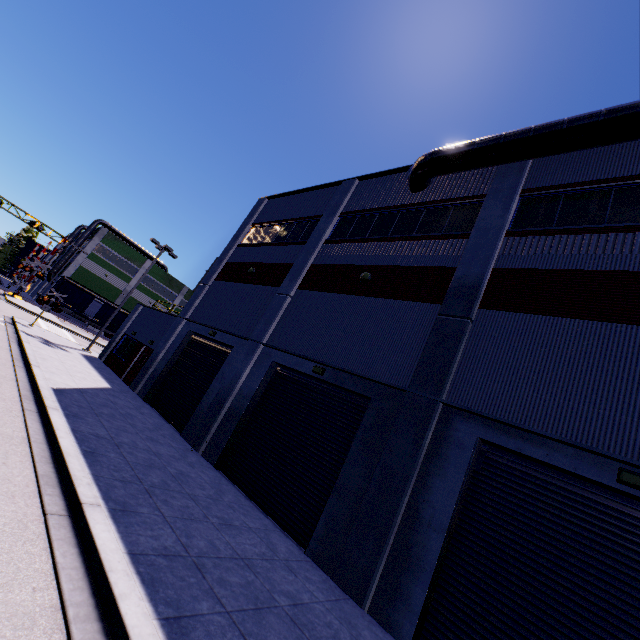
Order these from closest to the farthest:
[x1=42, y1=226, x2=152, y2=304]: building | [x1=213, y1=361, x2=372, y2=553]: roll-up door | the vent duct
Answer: the vent duct
[x1=213, y1=361, x2=372, y2=553]: roll-up door
[x1=42, y1=226, x2=152, y2=304]: building

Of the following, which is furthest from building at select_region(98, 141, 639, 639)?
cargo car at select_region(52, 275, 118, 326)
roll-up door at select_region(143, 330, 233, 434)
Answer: cargo car at select_region(52, 275, 118, 326)

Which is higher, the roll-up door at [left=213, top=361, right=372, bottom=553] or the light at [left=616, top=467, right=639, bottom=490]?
the light at [left=616, top=467, right=639, bottom=490]

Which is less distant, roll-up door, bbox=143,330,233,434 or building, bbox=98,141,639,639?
building, bbox=98,141,639,639

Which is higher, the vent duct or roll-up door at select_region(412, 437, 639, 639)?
the vent duct

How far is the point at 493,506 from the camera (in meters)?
7.01

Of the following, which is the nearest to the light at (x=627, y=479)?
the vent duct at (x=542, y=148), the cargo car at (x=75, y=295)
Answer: the vent duct at (x=542, y=148)

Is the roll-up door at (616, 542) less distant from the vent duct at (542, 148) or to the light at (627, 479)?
the light at (627, 479)
